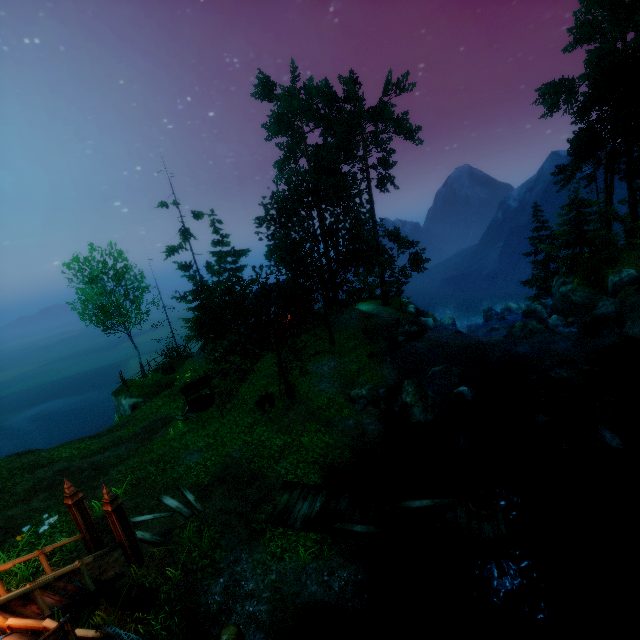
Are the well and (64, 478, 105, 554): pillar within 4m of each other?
no

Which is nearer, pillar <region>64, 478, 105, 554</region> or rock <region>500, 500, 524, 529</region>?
pillar <region>64, 478, 105, 554</region>

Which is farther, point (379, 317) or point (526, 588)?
point (379, 317)

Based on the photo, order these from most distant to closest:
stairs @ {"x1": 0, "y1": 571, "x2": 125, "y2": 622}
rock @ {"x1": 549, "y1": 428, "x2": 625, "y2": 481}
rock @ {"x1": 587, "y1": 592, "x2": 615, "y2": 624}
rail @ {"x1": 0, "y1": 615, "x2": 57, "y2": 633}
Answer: rock @ {"x1": 549, "y1": 428, "x2": 625, "y2": 481}
rock @ {"x1": 587, "y1": 592, "x2": 615, "y2": 624}
stairs @ {"x1": 0, "y1": 571, "x2": 125, "y2": 622}
rail @ {"x1": 0, "y1": 615, "x2": 57, "y2": 633}

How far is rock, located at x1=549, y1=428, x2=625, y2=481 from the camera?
11.1m

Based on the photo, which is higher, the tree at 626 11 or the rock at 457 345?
the tree at 626 11

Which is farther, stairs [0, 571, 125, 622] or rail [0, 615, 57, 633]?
stairs [0, 571, 125, 622]

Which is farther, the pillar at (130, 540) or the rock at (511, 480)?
the rock at (511, 480)
